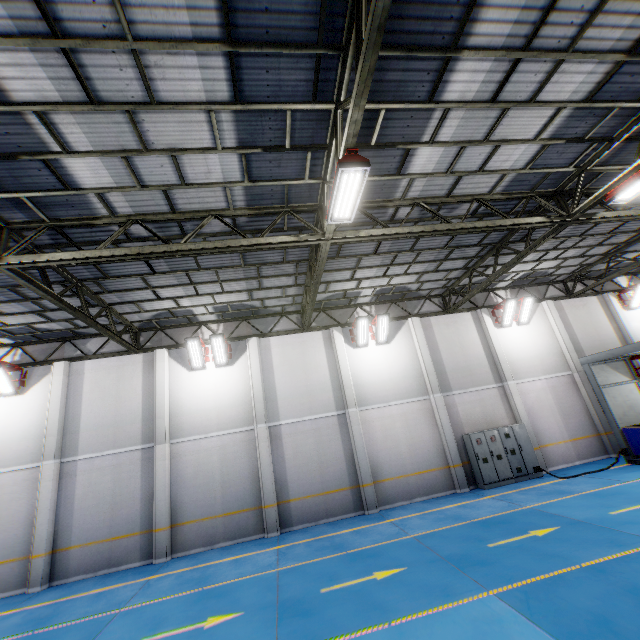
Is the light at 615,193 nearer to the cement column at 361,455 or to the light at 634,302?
the cement column at 361,455

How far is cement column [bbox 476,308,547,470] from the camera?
14.6 meters

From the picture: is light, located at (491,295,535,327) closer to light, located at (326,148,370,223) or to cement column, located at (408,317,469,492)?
cement column, located at (408,317,469,492)

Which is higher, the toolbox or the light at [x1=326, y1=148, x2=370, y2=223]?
the light at [x1=326, y1=148, x2=370, y2=223]

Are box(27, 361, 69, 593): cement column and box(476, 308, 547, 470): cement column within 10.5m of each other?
no

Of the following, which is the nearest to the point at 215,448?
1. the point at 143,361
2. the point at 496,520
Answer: the point at 143,361

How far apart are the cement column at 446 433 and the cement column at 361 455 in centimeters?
342cm

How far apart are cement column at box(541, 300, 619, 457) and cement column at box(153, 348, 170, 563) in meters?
19.3 m
